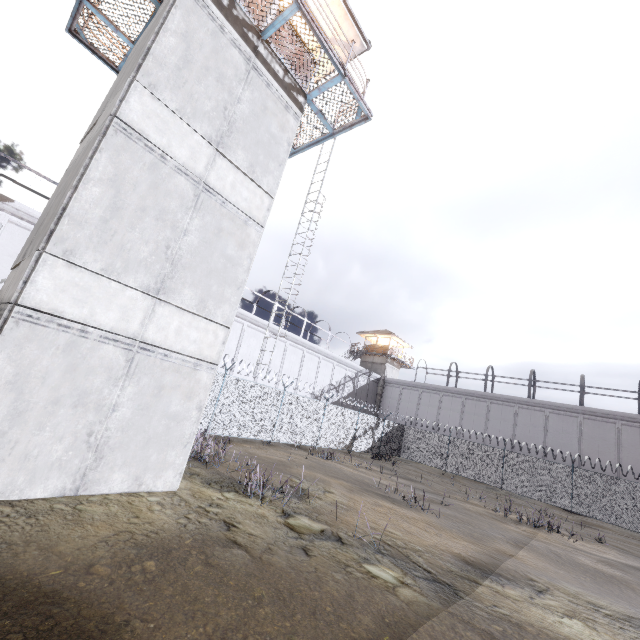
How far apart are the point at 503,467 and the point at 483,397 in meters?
11.6 m

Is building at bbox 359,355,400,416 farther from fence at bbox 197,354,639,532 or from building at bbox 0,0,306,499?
building at bbox 0,0,306,499

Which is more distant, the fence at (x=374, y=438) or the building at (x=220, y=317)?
the fence at (x=374, y=438)

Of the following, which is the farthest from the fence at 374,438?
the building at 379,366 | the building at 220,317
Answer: the building at 379,366

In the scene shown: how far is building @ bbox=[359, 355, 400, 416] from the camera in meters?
41.2

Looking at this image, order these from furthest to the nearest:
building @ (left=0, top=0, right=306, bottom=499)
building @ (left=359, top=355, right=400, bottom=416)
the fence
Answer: building @ (left=359, top=355, right=400, bottom=416) < the fence < building @ (left=0, top=0, right=306, bottom=499)

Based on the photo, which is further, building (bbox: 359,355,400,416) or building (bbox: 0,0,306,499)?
building (bbox: 359,355,400,416)
